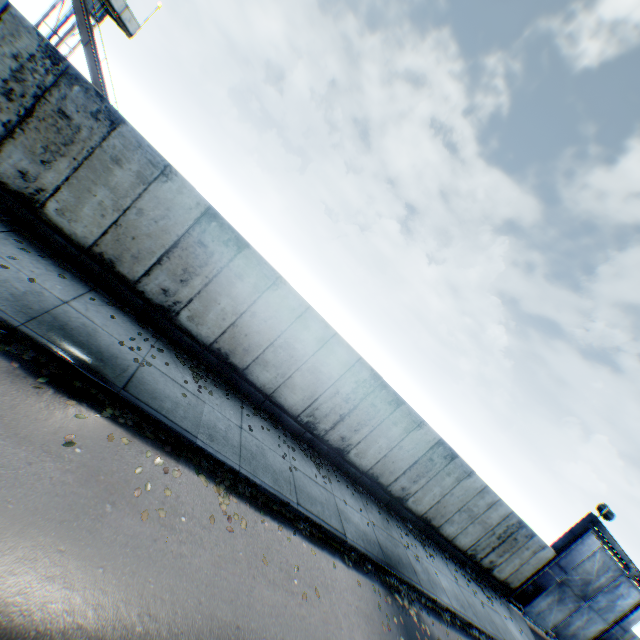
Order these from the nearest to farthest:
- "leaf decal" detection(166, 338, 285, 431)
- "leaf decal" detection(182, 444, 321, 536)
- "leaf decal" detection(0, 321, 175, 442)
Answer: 1. "leaf decal" detection(0, 321, 175, 442)
2. "leaf decal" detection(182, 444, 321, 536)
3. "leaf decal" detection(166, 338, 285, 431)

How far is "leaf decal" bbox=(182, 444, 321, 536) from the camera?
6.4 meters

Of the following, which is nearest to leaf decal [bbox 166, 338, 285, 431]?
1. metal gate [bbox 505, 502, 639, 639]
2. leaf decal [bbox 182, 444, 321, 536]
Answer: leaf decal [bbox 182, 444, 321, 536]

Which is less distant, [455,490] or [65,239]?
[65,239]

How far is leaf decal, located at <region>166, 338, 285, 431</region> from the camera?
8.6m

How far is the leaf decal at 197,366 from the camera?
8.6m

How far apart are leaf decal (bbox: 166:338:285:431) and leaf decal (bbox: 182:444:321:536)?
2.6m

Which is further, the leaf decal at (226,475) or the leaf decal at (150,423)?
the leaf decal at (226,475)
